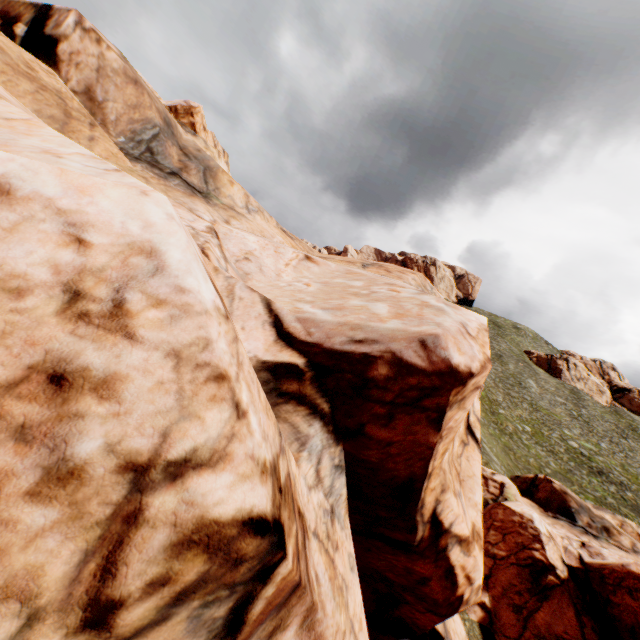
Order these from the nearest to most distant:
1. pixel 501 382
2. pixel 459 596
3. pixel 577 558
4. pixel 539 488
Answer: pixel 459 596 → pixel 577 558 → pixel 539 488 → pixel 501 382
